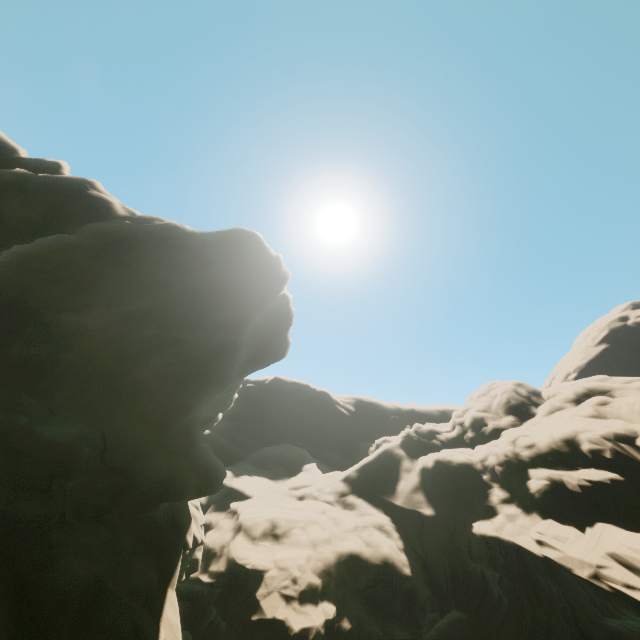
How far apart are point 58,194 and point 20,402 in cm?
1656
